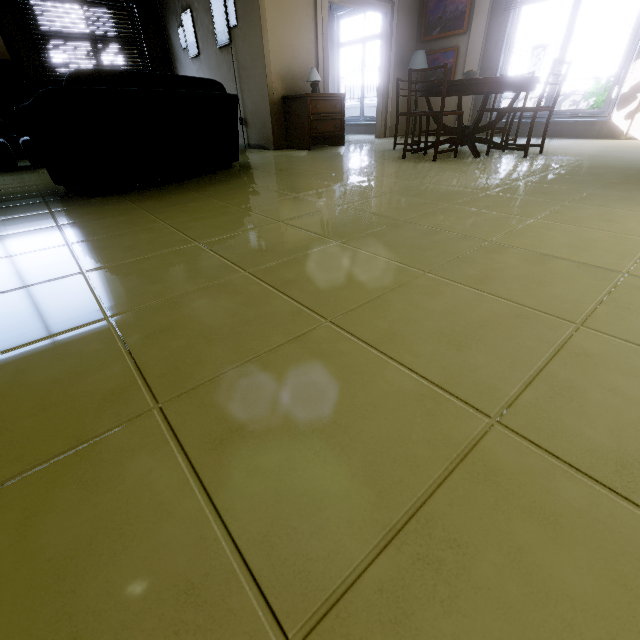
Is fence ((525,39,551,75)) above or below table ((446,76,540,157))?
above

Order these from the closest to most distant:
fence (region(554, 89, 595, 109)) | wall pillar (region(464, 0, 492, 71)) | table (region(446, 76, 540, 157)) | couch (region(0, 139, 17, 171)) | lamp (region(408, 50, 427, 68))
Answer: table (region(446, 76, 540, 157)) → couch (region(0, 139, 17, 171)) → wall pillar (region(464, 0, 492, 71)) → lamp (region(408, 50, 427, 68)) → fence (region(554, 89, 595, 109))

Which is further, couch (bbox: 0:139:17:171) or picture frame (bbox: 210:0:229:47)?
picture frame (bbox: 210:0:229:47)

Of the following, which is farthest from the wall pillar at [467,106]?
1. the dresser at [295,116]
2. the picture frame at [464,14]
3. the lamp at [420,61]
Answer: the dresser at [295,116]

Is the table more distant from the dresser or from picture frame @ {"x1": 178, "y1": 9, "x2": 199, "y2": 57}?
picture frame @ {"x1": 178, "y1": 9, "x2": 199, "y2": 57}

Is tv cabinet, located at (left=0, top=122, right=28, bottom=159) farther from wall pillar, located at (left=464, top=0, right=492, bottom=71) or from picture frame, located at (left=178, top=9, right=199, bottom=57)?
wall pillar, located at (left=464, top=0, right=492, bottom=71)

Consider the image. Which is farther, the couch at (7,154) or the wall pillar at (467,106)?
the wall pillar at (467,106)

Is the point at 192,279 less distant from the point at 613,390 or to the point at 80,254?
the point at 80,254
